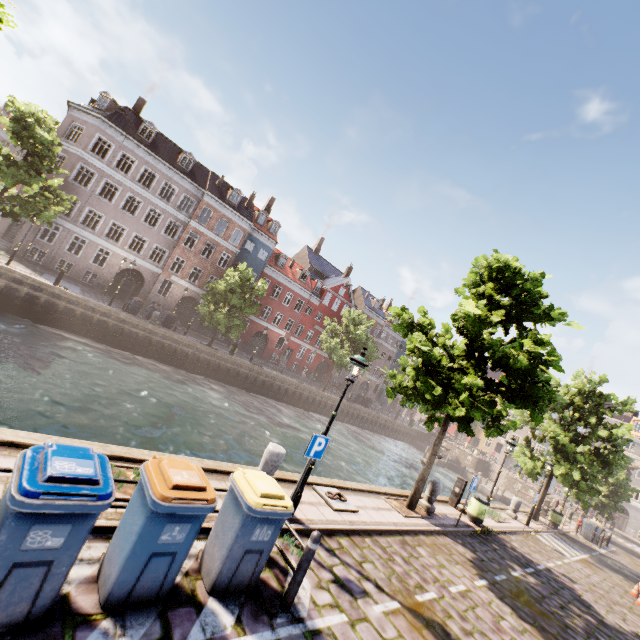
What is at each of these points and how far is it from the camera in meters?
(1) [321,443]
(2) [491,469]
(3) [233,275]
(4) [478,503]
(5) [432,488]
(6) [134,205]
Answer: (1) sign, 6.6 m
(2) stairs, 46.1 m
(3) tree, 27.2 m
(4) trash bin, 13.2 m
(5) pillar, 11.9 m
(6) building, 30.6 m

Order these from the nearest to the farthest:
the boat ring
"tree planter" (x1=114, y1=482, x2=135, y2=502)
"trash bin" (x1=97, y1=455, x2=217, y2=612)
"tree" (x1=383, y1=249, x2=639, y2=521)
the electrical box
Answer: "trash bin" (x1=97, y1=455, x2=217, y2=612)
"tree planter" (x1=114, y1=482, x2=135, y2=502)
the boat ring
"tree" (x1=383, y1=249, x2=639, y2=521)
the electrical box

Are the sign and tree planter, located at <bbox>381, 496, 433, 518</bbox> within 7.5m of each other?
yes

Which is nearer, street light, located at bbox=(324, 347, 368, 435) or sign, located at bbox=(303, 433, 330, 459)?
sign, located at bbox=(303, 433, 330, 459)

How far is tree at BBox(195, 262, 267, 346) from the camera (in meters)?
27.09

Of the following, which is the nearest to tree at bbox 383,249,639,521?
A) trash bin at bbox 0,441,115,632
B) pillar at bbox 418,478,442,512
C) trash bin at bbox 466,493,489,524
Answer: pillar at bbox 418,478,442,512

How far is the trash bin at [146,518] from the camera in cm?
351

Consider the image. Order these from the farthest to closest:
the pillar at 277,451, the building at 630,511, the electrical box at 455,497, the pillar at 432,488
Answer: the building at 630,511 → the electrical box at 455,497 → the pillar at 432,488 → the pillar at 277,451
